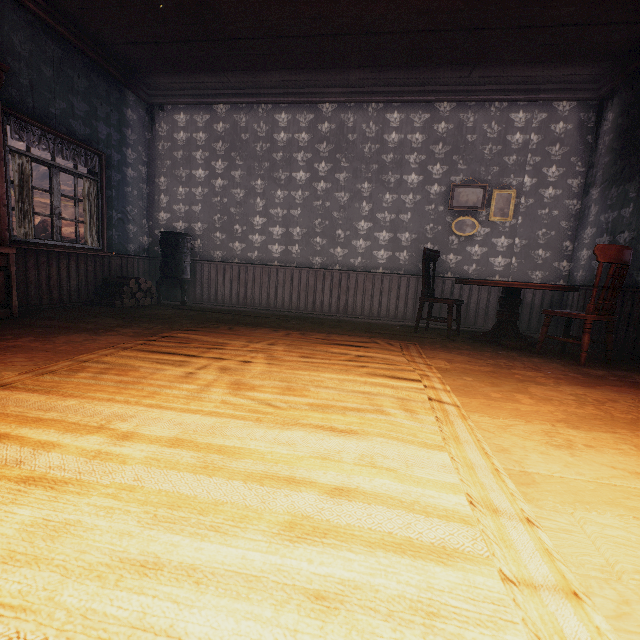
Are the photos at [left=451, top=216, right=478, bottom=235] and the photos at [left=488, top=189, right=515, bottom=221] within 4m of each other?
yes

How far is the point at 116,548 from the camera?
0.8m

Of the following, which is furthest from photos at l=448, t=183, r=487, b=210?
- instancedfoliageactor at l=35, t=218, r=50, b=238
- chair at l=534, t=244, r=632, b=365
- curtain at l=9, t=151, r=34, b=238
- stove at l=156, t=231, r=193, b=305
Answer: instancedfoliageactor at l=35, t=218, r=50, b=238

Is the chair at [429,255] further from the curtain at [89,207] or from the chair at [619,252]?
the curtain at [89,207]

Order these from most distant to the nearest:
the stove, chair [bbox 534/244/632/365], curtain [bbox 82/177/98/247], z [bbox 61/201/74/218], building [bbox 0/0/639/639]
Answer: z [bbox 61/201/74/218], the stove, curtain [bbox 82/177/98/247], chair [bbox 534/244/632/365], building [bbox 0/0/639/639]

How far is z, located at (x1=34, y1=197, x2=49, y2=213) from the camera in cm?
4866

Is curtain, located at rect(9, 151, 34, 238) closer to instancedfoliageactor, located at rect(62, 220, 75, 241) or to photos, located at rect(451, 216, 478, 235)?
photos, located at rect(451, 216, 478, 235)

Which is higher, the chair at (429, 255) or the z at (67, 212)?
the z at (67, 212)
